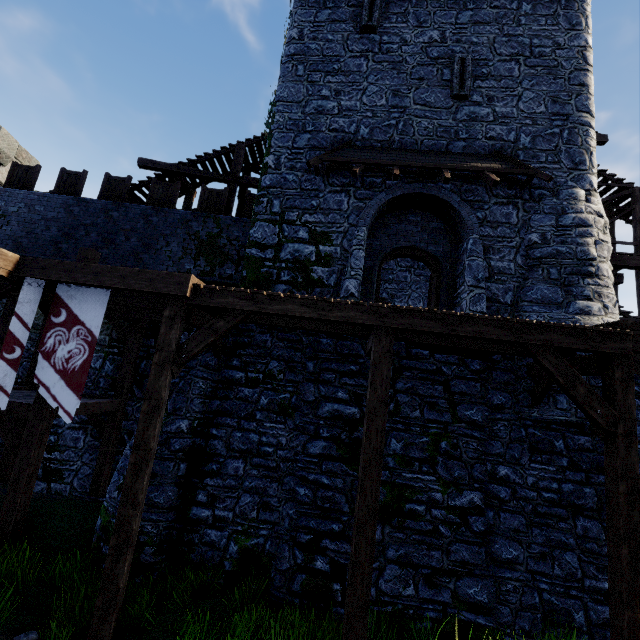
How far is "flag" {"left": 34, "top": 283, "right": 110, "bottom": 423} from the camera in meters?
6.3 m

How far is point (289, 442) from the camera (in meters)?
7.50

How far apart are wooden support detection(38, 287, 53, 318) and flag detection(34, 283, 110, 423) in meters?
0.8

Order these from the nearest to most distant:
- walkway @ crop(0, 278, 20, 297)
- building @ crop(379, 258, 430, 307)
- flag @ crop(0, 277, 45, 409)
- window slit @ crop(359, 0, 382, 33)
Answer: flag @ crop(0, 277, 45, 409)
walkway @ crop(0, 278, 20, 297)
window slit @ crop(359, 0, 382, 33)
building @ crop(379, 258, 430, 307)

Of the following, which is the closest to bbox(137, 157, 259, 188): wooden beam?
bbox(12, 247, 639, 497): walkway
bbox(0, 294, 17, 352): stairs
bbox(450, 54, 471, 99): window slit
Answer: bbox(12, 247, 639, 497): walkway

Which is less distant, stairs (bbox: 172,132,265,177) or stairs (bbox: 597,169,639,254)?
stairs (bbox: 597,169,639,254)

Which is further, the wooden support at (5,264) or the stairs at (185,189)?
the stairs at (185,189)

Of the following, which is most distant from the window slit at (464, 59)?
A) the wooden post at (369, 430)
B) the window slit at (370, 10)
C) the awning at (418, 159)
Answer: the wooden post at (369, 430)
